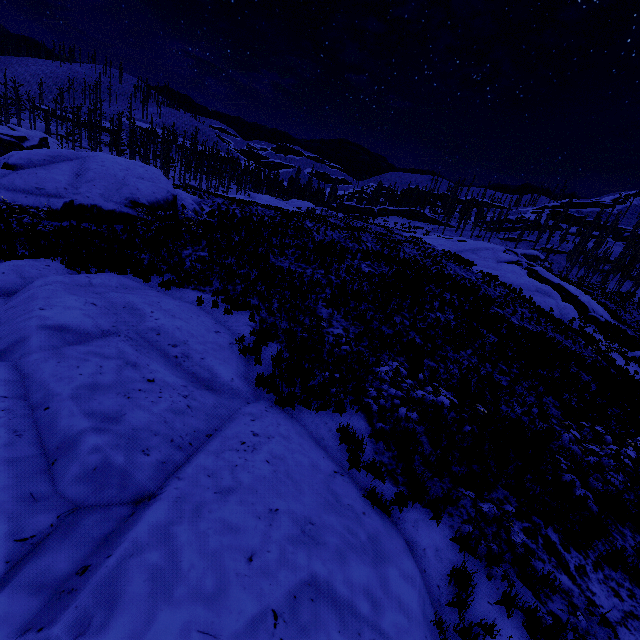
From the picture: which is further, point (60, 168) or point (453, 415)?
point (60, 168)

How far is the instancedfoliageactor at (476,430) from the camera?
7.4m

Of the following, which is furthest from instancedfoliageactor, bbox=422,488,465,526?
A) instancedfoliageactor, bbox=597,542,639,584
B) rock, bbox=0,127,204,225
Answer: rock, bbox=0,127,204,225

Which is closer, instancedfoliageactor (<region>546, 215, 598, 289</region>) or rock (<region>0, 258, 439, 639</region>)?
rock (<region>0, 258, 439, 639</region>)

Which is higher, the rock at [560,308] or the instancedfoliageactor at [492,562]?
the rock at [560,308]

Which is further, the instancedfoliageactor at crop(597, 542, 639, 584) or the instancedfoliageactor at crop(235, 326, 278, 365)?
the instancedfoliageactor at crop(235, 326, 278, 365)

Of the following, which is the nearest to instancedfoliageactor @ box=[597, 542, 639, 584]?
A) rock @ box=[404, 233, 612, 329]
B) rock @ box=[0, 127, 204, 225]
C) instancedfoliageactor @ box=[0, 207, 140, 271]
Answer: instancedfoliageactor @ box=[0, 207, 140, 271]

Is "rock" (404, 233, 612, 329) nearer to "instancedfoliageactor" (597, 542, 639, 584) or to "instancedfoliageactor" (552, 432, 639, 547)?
"instancedfoliageactor" (552, 432, 639, 547)
